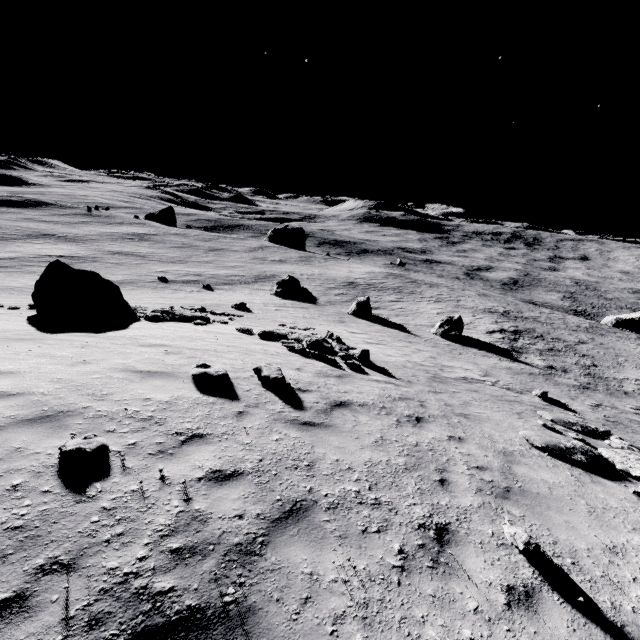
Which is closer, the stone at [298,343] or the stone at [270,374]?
the stone at [270,374]

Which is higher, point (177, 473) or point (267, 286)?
point (177, 473)

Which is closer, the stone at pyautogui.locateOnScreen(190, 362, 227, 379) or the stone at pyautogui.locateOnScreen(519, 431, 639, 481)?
the stone at pyautogui.locateOnScreen(190, 362, 227, 379)

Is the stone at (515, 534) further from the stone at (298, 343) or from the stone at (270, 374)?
the stone at (298, 343)

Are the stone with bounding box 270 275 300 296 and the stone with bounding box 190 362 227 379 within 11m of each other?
no

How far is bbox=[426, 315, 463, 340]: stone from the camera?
28.67m

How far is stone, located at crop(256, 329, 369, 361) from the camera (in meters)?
13.21

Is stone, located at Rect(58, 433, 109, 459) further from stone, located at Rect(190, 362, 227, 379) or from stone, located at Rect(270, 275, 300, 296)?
stone, located at Rect(270, 275, 300, 296)
